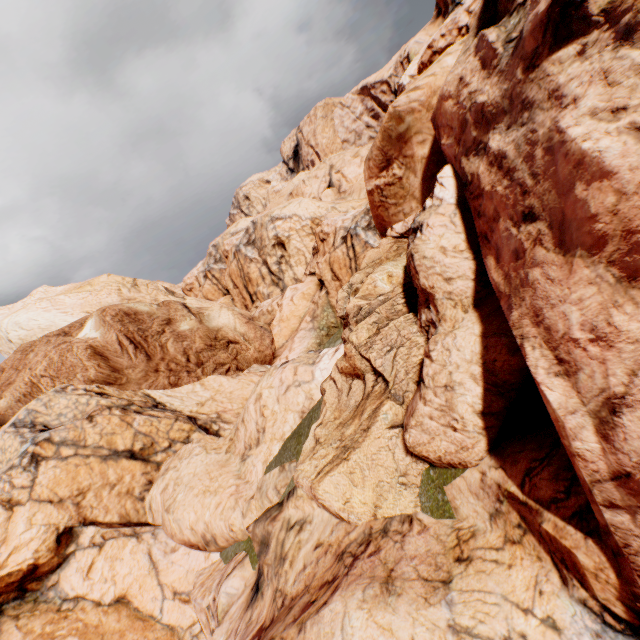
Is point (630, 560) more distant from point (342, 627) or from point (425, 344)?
point (425, 344)
